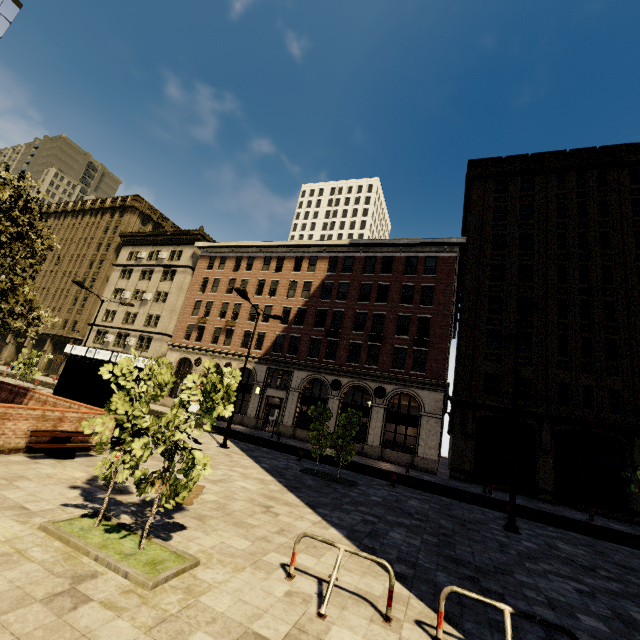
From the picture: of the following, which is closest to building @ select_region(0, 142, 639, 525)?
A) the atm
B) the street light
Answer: the street light

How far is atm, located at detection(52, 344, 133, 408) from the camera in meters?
12.0 m

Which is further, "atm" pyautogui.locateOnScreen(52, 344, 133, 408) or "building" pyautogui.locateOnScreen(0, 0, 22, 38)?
"building" pyautogui.locateOnScreen(0, 0, 22, 38)

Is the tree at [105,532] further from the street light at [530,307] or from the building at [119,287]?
the street light at [530,307]

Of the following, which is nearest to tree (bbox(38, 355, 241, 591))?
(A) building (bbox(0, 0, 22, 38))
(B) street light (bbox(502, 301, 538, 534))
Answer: (A) building (bbox(0, 0, 22, 38))

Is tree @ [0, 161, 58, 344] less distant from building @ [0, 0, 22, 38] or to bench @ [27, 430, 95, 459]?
building @ [0, 0, 22, 38]

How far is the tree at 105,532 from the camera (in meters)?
4.73

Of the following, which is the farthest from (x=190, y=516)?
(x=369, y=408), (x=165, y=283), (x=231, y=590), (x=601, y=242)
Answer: (x=165, y=283)
